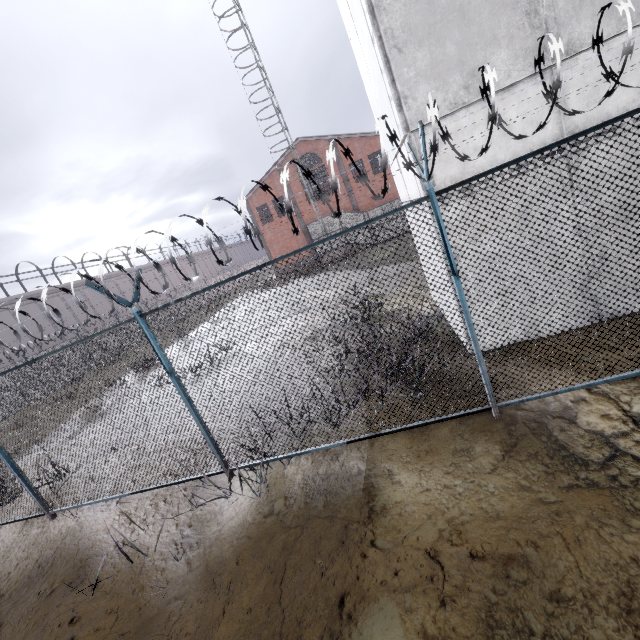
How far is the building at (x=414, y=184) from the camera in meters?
5.6 m

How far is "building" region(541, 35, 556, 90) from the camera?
4.3m

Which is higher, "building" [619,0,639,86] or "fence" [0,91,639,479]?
"building" [619,0,639,86]

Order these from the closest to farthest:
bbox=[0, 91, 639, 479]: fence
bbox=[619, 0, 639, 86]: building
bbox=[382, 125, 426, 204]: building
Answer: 1. bbox=[0, 91, 639, 479]: fence
2. bbox=[619, 0, 639, 86]: building
3. bbox=[382, 125, 426, 204]: building

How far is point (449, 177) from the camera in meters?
5.0

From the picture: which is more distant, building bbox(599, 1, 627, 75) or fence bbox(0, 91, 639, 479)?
building bbox(599, 1, 627, 75)

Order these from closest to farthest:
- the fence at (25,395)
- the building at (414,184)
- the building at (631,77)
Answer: the fence at (25,395) < the building at (631,77) < the building at (414,184)
